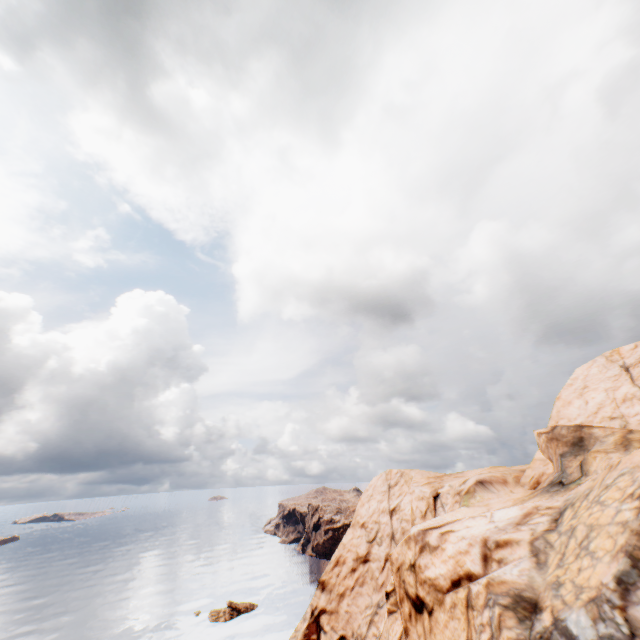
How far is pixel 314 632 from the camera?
50.0m
